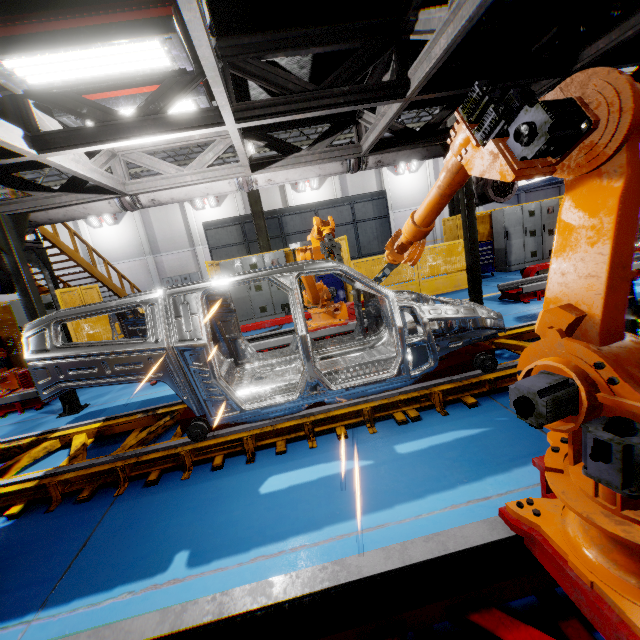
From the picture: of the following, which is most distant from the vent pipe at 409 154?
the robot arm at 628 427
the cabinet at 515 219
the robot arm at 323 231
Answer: the cabinet at 515 219

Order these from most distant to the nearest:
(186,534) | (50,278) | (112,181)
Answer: (50,278) → (112,181) → (186,534)

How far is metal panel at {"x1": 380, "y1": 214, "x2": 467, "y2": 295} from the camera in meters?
9.6 m

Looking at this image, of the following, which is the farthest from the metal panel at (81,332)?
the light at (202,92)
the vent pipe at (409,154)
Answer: the light at (202,92)

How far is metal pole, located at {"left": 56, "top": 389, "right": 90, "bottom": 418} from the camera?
5.5 meters

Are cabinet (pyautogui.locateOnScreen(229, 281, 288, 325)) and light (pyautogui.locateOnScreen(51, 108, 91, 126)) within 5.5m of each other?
no

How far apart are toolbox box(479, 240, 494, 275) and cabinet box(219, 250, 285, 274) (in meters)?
6.17

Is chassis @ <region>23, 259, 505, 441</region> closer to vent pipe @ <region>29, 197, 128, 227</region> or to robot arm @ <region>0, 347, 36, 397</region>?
robot arm @ <region>0, 347, 36, 397</region>
